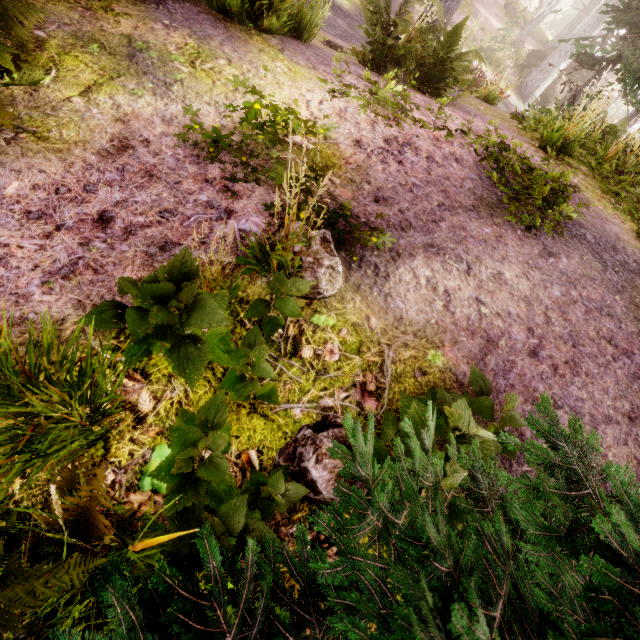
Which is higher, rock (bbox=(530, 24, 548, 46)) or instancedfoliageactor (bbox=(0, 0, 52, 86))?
rock (bbox=(530, 24, 548, 46))

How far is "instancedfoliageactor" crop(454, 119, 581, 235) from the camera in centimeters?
364cm

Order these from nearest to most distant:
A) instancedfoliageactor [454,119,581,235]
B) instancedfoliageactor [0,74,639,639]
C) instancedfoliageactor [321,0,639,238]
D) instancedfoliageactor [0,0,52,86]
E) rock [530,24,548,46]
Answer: instancedfoliageactor [0,74,639,639]
instancedfoliageactor [0,0,52,86]
instancedfoliageactor [454,119,581,235]
instancedfoliageactor [321,0,639,238]
rock [530,24,548,46]

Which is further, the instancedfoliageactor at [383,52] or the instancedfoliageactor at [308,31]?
the instancedfoliageactor at [383,52]

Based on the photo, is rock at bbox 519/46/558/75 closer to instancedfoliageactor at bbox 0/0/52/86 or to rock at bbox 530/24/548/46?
instancedfoliageactor at bbox 0/0/52/86

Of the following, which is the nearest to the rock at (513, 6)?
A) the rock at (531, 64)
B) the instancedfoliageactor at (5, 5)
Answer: the instancedfoliageactor at (5, 5)

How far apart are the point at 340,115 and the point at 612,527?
4.0m

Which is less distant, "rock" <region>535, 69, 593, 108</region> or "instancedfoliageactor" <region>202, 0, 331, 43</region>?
"instancedfoliageactor" <region>202, 0, 331, 43</region>
